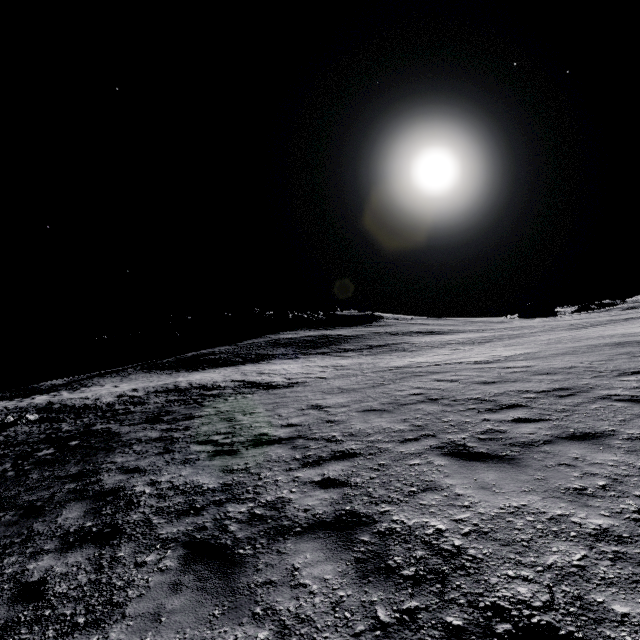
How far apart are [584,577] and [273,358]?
37.0m
